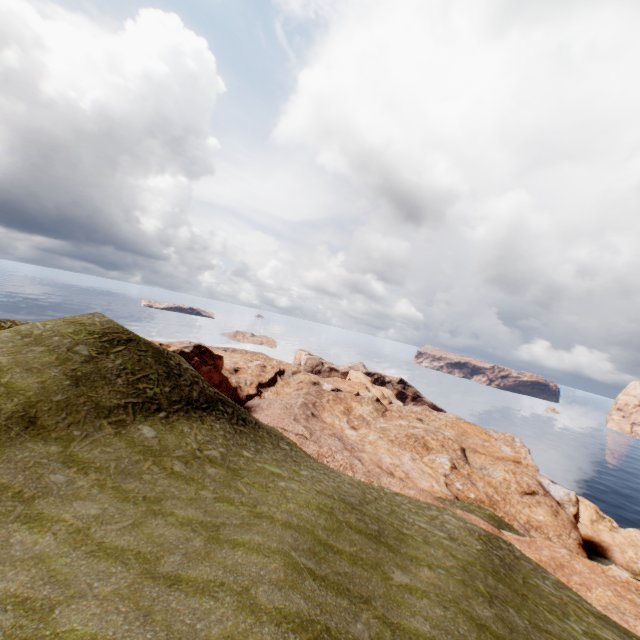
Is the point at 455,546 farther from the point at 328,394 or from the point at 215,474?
the point at 328,394
